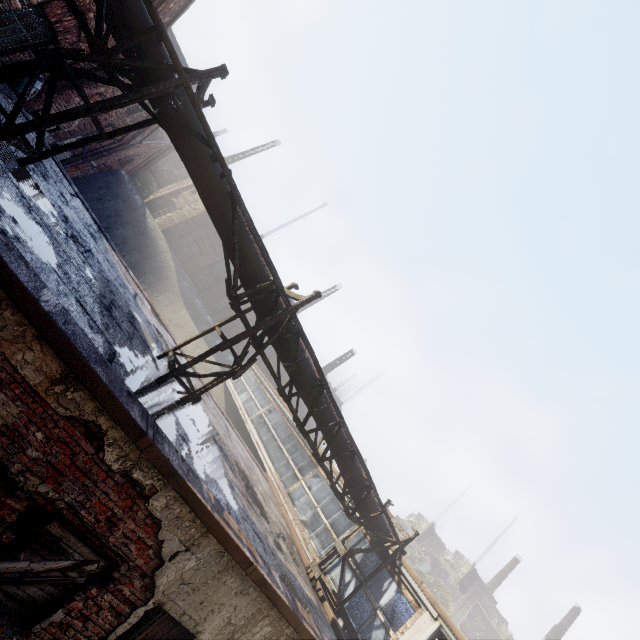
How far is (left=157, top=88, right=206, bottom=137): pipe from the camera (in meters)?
4.93

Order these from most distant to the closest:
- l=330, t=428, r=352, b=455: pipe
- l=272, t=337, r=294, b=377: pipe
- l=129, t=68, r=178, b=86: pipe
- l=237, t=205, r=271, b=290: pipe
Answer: l=330, t=428, r=352, b=455: pipe, l=272, t=337, r=294, b=377: pipe, l=237, t=205, r=271, b=290: pipe, l=129, t=68, r=178, b=86: pipe

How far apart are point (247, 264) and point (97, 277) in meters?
2.6

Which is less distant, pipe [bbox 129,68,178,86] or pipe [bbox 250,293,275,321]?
pipe [bbox 129,68,178,86]

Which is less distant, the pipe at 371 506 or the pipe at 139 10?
the pipe at 139 10

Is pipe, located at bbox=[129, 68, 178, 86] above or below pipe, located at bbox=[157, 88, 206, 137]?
below

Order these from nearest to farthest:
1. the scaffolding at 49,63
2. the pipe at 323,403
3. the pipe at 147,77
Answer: the scaffolding at 49,63, the pipe at 147,77, the pipe at 323,403
